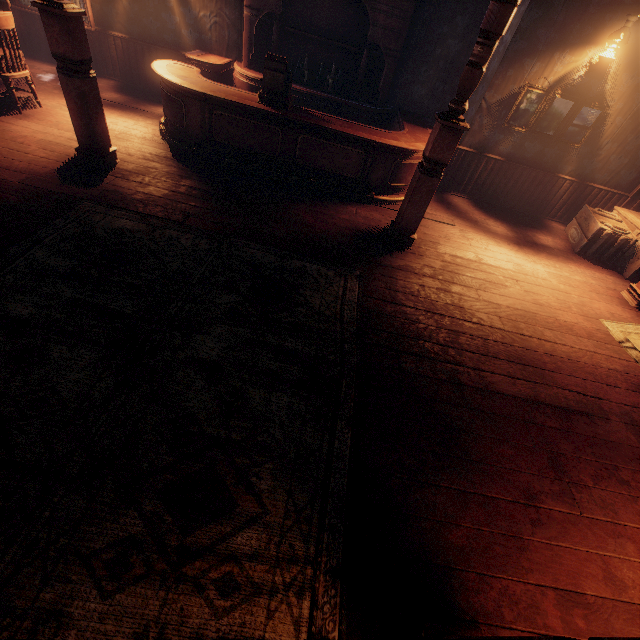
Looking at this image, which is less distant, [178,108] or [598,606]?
[598,606]

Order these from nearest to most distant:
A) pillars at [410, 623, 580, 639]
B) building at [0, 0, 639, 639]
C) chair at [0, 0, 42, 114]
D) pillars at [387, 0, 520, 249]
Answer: pillars at [410, 623, 580, 639]
building at [0, 0, 639, 639]
pillars at [387, 0, 520, 249]
chair at [0, 0, 42, 114]

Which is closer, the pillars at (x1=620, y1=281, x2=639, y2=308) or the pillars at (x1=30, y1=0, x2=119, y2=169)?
the pillars at (x1=30, y1=0, x2=119, y2=169)

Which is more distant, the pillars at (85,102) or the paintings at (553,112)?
the paintings at (553,112)

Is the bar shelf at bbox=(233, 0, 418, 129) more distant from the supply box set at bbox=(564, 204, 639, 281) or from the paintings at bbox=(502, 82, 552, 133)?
the supply box set at bbox=(564, 204, 639, 281)

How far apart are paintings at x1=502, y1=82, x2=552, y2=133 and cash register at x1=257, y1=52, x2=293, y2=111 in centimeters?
386cm

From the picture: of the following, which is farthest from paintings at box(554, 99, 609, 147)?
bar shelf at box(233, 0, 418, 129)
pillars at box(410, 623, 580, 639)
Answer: pillars at box(410, 623, 580, 639)

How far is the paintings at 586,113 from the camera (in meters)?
5.54
